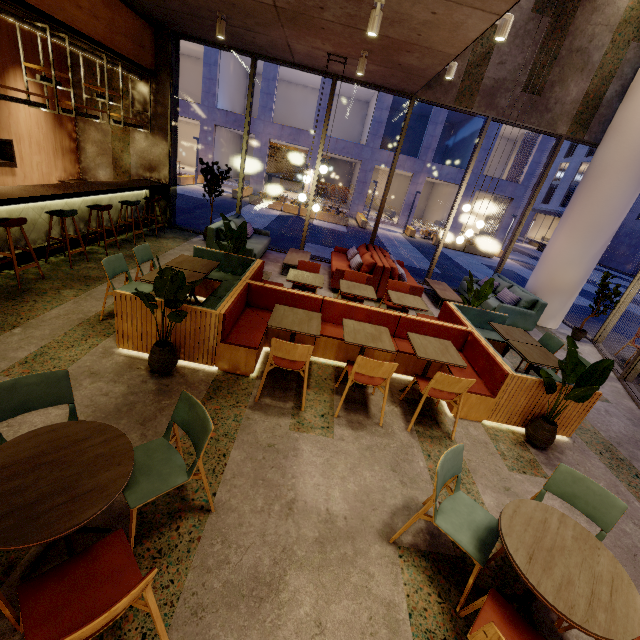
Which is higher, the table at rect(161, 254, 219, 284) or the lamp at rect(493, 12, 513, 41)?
the lamp at rect(493, 12, 513, 41)

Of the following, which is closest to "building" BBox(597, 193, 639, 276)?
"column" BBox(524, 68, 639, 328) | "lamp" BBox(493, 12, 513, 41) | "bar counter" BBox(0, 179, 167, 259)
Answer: "column" BBox(524, 68, 639, 328)

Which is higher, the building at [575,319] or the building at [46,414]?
the building at [575,319]

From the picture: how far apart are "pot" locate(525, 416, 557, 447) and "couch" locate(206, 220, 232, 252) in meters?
5.9

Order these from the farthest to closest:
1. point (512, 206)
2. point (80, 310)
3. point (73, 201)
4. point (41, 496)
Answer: point (512, 206) < point (73, 201) < point (80, 310) < point (41, 496)

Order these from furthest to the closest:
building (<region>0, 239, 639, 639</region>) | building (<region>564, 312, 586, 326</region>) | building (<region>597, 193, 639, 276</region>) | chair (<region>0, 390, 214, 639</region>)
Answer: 1. building (<region>597, 193, 639, 276</region>)
2. building (<region>564, 312, 586, 326</region>)
3. building (<region>0, 239, 639, 639</region>)
4. chair (<region>0, 390, 214, 639</region>)

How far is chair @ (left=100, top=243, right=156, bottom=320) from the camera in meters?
4.3

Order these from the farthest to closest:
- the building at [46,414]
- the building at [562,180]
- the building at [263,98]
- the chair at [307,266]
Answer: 1. the building at [562,180]
2. the building at [263,98]
3. the chair at [307,266]
4. the building at [46,414]
